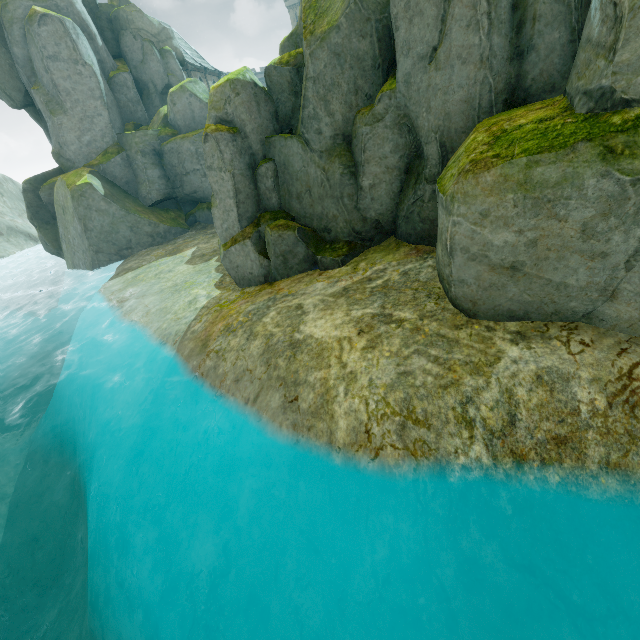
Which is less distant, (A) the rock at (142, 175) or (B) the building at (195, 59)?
(A) the rock at (142, 175)

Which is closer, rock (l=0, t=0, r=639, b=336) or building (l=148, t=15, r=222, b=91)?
rock (l=0, t=0, r=639, b=336)

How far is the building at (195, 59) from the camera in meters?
35.1 m

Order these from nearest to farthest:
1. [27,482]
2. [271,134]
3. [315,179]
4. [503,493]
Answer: [503,493] < [315,179] < [271,134] < [27,482]

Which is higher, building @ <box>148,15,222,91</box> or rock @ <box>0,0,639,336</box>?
building @ <box>148,15,222,91</box>

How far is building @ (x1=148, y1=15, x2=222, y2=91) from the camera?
35.06m
